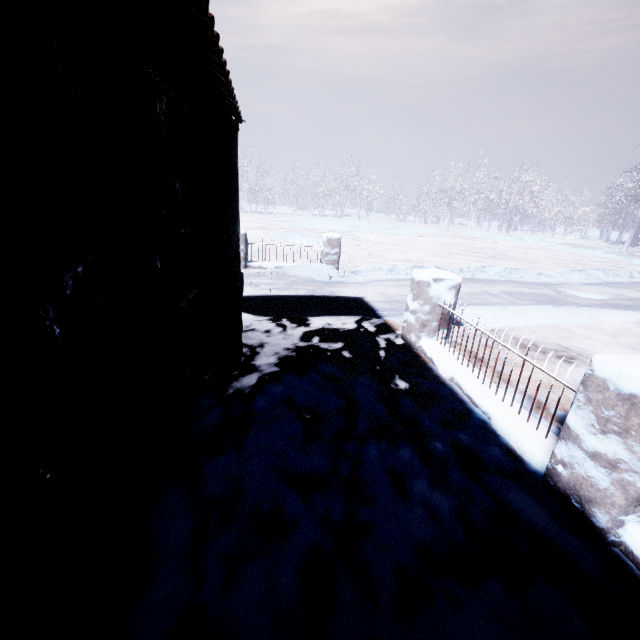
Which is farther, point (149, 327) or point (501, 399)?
point (501, 399)

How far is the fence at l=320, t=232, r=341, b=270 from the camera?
8.2m

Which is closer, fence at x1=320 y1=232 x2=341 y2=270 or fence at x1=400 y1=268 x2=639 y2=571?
fence at x1=400 y1=268 x2=639 y2=571

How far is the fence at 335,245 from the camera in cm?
818

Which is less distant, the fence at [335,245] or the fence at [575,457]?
the fence at [575,457]
